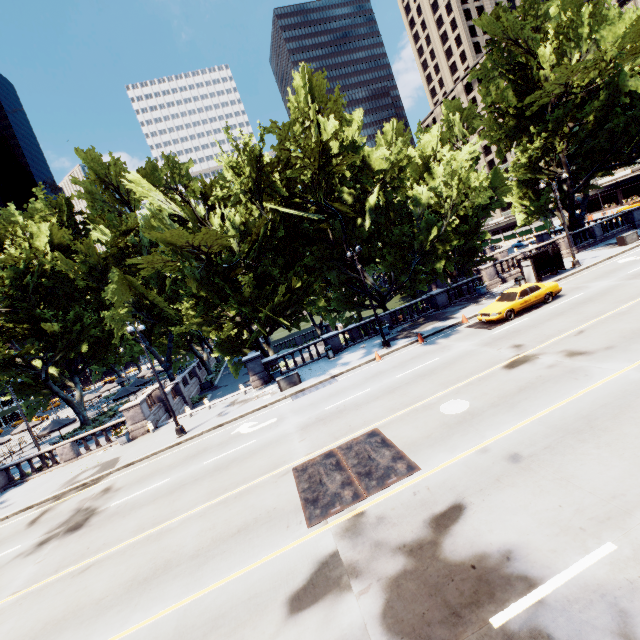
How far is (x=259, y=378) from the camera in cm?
2453

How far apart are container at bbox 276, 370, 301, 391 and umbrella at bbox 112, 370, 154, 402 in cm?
2358

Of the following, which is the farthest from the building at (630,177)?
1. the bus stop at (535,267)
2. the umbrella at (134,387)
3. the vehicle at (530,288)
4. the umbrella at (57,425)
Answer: the umbrella at (57,425)

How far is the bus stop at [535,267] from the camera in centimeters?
2469cm

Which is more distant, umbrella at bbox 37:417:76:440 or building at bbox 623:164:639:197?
building at bbox 623:164:639:197

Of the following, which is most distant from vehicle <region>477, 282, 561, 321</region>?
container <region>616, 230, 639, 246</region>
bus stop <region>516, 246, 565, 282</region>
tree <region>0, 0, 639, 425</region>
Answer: container <region>616, 230, 639, 246</region>

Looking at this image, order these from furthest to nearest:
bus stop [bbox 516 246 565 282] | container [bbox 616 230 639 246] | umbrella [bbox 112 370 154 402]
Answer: umbrella [bbox 112 370 154 402] → container [bbox 616 230 639 246] → bus stop [bbox 516 246 565 282]

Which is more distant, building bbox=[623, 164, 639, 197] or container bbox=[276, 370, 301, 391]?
building bbox=[623, 164, 639, 197]
